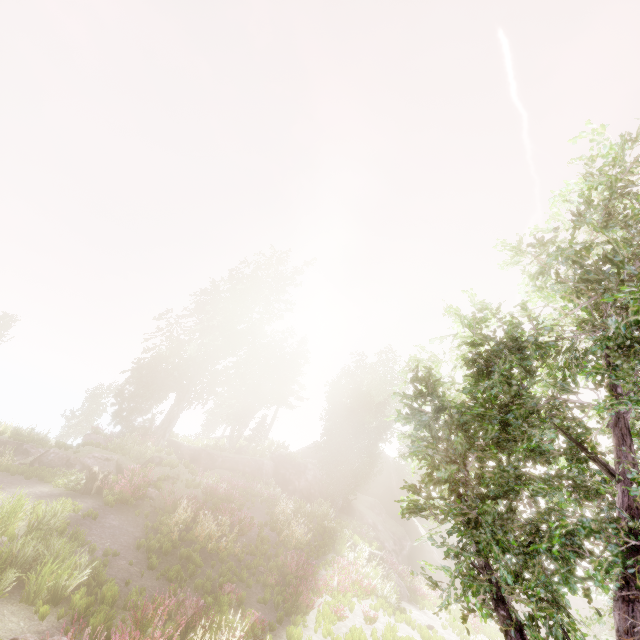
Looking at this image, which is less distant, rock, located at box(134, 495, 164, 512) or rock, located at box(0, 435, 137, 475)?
rock, located at box(134, 495, 164, 512)

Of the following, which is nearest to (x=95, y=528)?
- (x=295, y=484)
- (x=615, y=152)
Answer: (x=615, y=152)

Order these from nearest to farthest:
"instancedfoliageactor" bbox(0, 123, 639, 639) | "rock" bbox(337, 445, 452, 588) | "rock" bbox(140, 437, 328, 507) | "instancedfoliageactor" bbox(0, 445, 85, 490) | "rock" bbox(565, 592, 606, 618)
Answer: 1. "instancedfoliageactor" bbox(0, 123, 639, 639)
2. "instancedfoliageactor" bbox(0, 445, 85, 490)
3. "rock" bbox(140, 437, 328, 507)
4. "rock" bbox(565, 592, 606, 618)
5. "rock" bbox(337, 445, 452, 588)

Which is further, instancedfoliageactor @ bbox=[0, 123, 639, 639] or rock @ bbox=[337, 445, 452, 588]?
rock @ bbox=[337, 445, 452, 588]

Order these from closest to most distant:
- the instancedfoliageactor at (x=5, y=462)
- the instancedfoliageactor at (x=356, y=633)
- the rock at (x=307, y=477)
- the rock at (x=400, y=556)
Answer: the instancedfoliageactor at (x=356, y=633)
the instancedfoliageactor at (x=5, y=462)
the rock at (x=307, y=477)
the rock at (x=400, y=556)

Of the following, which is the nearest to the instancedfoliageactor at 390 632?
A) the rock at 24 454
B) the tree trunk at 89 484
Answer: the rock at 24 454

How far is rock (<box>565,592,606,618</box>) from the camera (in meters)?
28.86
